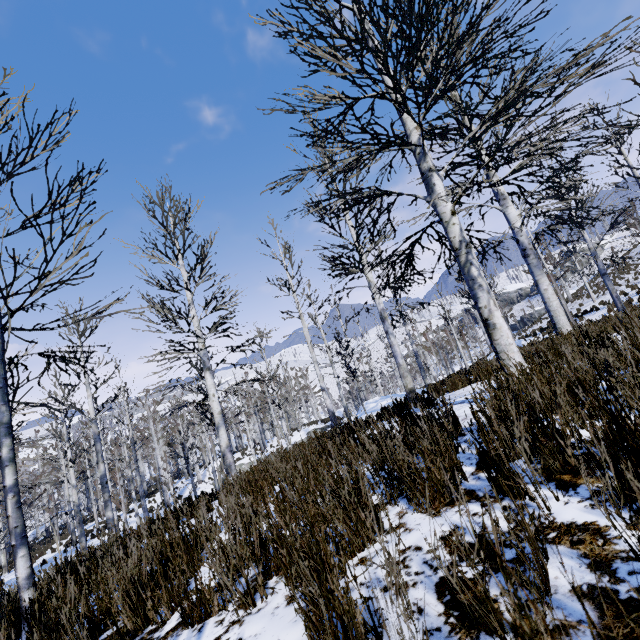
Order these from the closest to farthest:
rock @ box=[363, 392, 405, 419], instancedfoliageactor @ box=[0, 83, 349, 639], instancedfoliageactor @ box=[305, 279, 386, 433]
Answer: instancedfoliageactor @ box=[0, 83, 349, 639] → instancedfoliageactor @ box=[305, 279, 386, 433] → rock @ box=[363, 392, 405, 419]

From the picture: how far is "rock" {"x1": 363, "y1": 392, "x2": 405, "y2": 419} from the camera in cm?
1714

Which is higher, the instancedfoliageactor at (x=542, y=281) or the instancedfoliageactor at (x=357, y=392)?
the instancedfoliageactor at (x=542, y=281)

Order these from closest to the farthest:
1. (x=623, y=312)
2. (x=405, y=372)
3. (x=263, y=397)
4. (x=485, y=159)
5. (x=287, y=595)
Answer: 1. (x=287, y=595)
2. (x=623, y=312)
3. (x=485, y=159)
4. (x=405, y=372)
5. (x=263, y=397)

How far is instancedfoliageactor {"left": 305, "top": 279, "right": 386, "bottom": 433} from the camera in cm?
956

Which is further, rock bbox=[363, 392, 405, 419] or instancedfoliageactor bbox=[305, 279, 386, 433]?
rock bbox=[363, 392, 405, 419]

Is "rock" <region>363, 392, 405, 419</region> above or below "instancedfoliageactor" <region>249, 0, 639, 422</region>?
below

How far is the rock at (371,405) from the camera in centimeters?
1714cm
